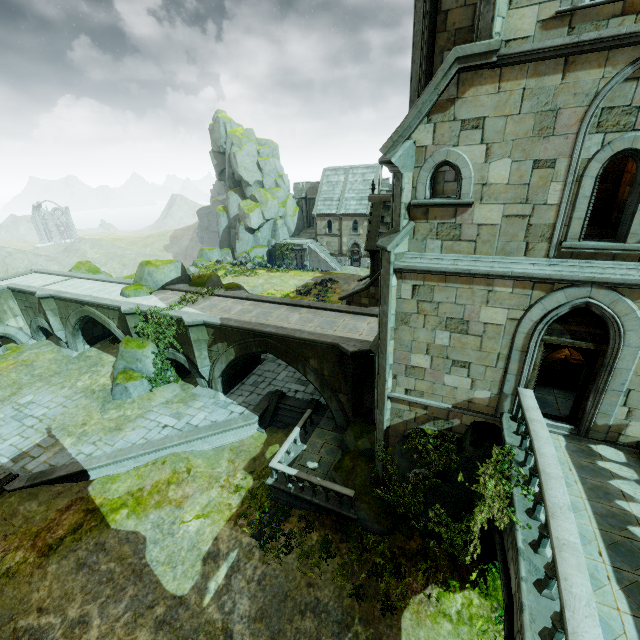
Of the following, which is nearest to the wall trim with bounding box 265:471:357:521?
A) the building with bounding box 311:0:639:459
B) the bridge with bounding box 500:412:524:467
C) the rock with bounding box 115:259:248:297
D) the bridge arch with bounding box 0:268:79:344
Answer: the building with bounding box 311:0:639:459

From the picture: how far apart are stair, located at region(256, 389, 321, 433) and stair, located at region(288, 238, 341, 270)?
29.24m

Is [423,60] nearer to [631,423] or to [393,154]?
[393,154]

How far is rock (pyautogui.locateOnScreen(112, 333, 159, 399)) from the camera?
18.84m

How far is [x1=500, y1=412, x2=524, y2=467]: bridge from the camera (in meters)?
7.66

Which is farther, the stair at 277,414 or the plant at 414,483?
the stair at 277,414

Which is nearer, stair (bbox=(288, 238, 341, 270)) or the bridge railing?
the bridge railing

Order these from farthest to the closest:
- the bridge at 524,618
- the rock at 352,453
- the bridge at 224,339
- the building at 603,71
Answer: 1. the bridge at 224,339
2. the rock at 352,453
3. the building at 603,71
4. the bridge at 524,618
